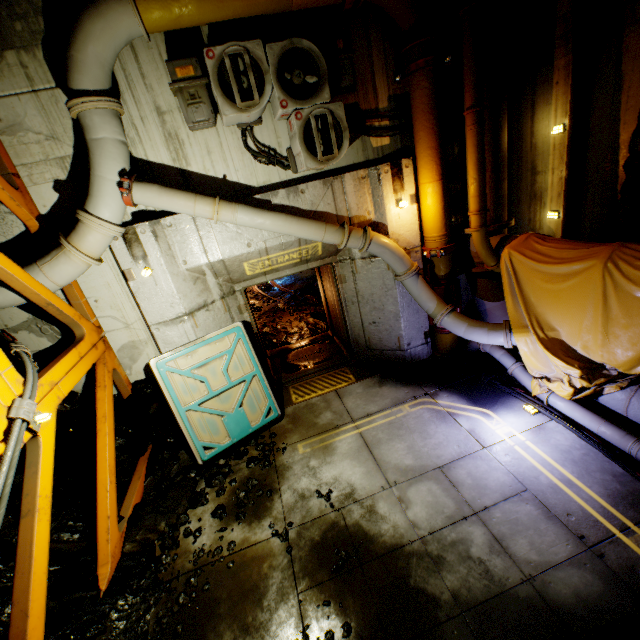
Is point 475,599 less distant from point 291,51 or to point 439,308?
point 439,308

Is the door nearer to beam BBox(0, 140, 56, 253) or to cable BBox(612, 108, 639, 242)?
beam BBox(0, 140, 56, 253)

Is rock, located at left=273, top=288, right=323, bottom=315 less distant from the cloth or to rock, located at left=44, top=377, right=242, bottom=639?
rock, located at left=44, top=377, right=242, bottom=639

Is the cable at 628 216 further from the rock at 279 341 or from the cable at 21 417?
the cable at 21 417

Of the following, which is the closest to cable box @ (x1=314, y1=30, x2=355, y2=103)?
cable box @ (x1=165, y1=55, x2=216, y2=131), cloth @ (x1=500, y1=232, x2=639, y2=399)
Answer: cable box @ (x1=165, y1=55, x2=216, y2=131)

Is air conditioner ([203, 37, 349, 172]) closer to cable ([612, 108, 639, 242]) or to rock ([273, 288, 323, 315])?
rock ([273, 288, 323, 315])

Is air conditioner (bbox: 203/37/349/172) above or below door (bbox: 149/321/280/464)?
above

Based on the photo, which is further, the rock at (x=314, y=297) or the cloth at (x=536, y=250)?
the rock at (x=314, y=297)
